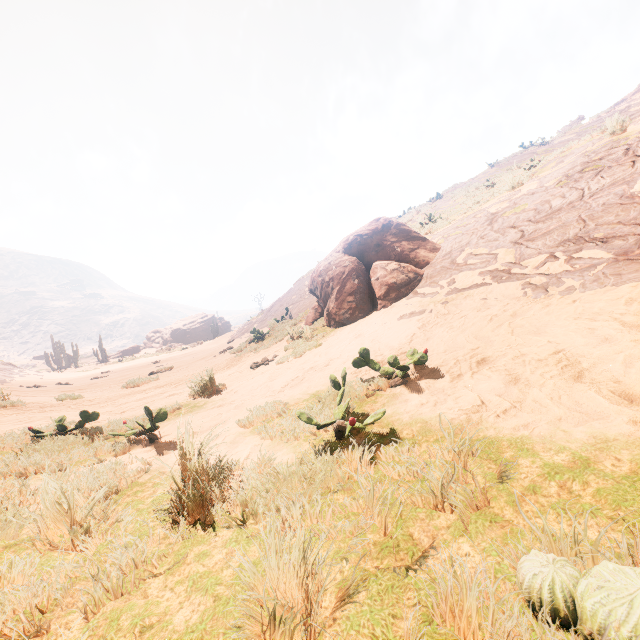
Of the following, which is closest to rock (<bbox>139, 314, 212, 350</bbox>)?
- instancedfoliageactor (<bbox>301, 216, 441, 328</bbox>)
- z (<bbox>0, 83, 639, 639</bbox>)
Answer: z (<bbox>0, 83, 639, 639</bbox>)

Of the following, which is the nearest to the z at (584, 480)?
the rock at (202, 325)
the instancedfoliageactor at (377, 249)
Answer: the instancedfoliageactor at (377, 249)

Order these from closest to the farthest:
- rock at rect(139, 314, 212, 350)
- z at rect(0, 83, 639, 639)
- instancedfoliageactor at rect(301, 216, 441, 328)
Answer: z at rect(0, 83, 639, 639) < instancedfoliageactor at rect(301, 216, 441, 328) < rock at rect(139, 314, 212, 350)

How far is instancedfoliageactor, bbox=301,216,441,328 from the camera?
7.76m

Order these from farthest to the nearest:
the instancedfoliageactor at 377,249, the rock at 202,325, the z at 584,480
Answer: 1. the rock at 202,325
2. the instancedfoliageactor at 377,249
3. the z at 584,480

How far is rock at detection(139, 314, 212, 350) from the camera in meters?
52.9

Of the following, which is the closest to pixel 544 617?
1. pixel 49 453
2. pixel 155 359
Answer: pixel 49 453
